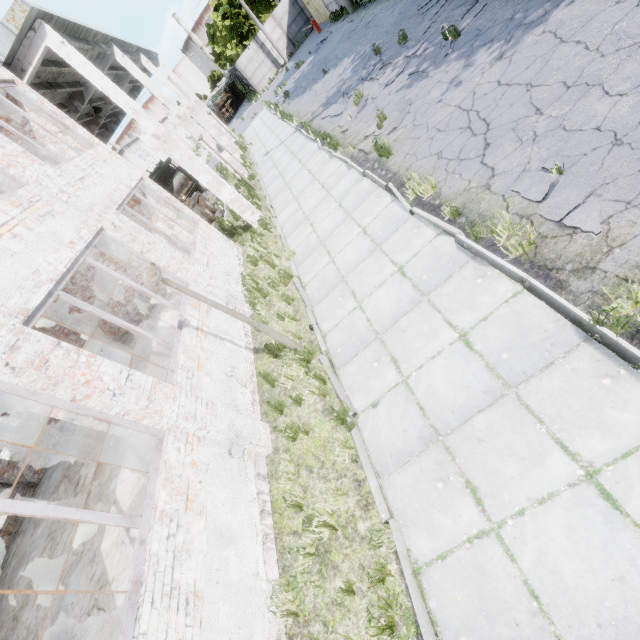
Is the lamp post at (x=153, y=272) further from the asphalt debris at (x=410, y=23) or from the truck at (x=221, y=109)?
the truck at (x=221, y=109)

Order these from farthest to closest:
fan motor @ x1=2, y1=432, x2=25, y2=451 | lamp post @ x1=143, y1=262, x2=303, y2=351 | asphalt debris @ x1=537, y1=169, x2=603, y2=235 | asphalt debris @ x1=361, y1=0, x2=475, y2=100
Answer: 1. fan motor @ x1=2, y1=432, x2=25, y2=451
2. asphalt debris @ x1=361, y1=0, x2=475, y2=100
3. lamp post @ x1=143, y1=262, x2=303, y2=351
4. asphalt debris @ x1=537, y1=169, x2=603, y2=235

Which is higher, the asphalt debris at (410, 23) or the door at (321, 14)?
the door at (321, 14)

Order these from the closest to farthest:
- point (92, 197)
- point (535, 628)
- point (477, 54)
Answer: point (535, 628)
point (92, 197)
point (477, 54)

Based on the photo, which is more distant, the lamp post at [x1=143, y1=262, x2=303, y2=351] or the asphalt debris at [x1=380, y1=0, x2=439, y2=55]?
the asphalt debris at [x1=380, y1=0, x2=439, y2=55]

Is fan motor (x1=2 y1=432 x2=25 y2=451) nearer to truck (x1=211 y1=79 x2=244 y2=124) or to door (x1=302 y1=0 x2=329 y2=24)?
truck (x1=211 y1=79 x2=244 y2=124)

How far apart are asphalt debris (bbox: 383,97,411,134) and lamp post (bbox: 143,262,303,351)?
6.4m

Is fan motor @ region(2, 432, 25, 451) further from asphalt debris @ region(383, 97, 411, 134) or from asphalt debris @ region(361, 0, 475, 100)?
asphalt debris @ region(383, 97, 411, 134)
